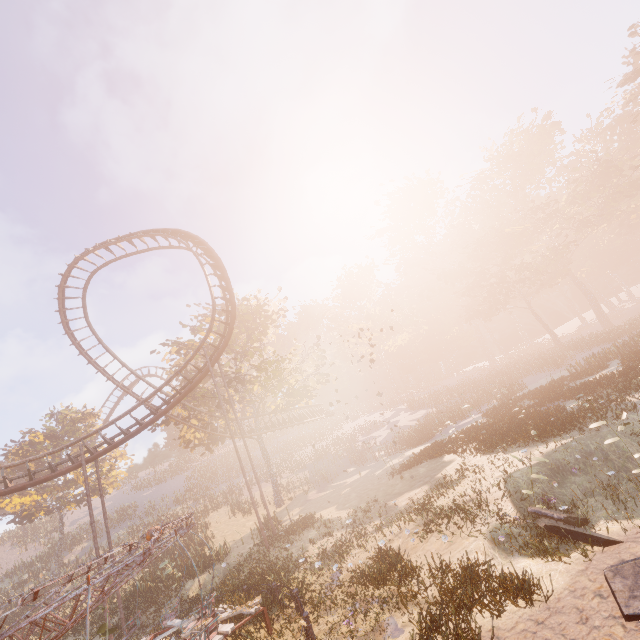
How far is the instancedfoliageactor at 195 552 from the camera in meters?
18.8 m

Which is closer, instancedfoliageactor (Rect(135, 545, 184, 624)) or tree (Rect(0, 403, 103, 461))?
instancedfoliageactor (Rect(135, 545, 184, 624))

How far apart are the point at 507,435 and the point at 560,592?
10.25m

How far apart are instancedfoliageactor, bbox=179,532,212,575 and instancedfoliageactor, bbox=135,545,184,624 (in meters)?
2.91

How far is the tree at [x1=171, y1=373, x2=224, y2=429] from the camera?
26.4 meters

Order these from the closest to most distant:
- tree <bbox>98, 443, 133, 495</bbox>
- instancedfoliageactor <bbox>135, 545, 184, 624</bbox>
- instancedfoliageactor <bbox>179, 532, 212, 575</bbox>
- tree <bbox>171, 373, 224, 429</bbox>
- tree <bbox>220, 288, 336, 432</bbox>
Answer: instancedfoliageactor <bbox>135, 545, 184, 624</bbox> < instancedfoliageactor <bbox>179, 532, 212, 575</bbox> < tree <bbox>171, 373, 224, 429</bbox> < tree <bbox>220, 288, 336, 432</bbox> < tree <bbox>98, 443, 133, 495</bbox>

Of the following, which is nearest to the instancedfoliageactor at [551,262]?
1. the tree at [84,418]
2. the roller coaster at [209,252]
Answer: the roller coaster at [209,252]

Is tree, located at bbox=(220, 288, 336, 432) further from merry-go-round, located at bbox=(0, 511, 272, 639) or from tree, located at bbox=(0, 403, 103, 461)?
merry-go-round, located at bbox=(0, 511, 272, 639)
